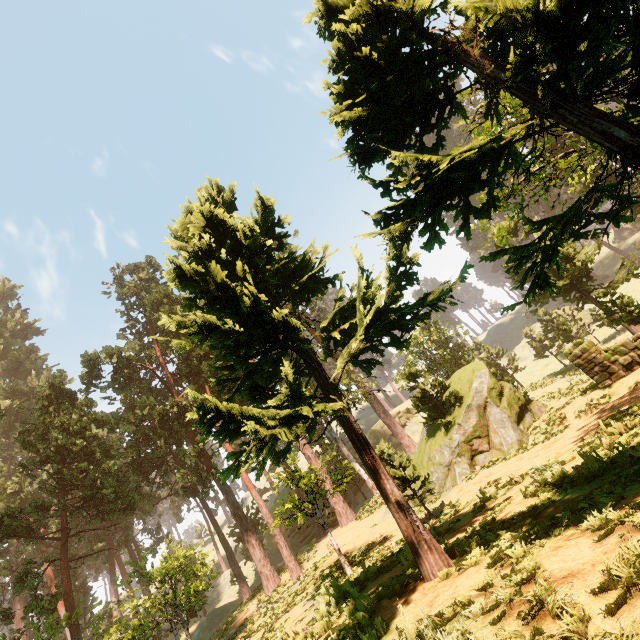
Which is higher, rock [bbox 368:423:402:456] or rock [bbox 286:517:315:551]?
rock [bbox 368:423:402:456]

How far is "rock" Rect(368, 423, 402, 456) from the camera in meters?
50.2 m

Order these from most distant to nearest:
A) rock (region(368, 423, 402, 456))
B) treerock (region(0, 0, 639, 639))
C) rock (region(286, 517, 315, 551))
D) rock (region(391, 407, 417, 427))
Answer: rock (region(391, 407, 417, 427)), rock (region(368, 423, 402, 456)), rock (region(286, 517, 315, 551)), treerock (region(0, 0, 639, 639))

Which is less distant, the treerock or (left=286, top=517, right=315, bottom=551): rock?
the treerock

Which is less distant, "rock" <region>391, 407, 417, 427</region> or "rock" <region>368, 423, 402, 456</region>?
"rock" <region>368, 423, 402, 456</region>

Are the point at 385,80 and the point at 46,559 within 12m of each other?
no

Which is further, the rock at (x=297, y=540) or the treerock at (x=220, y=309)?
the rock at (x=297, y=540)

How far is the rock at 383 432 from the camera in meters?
50.2 m
